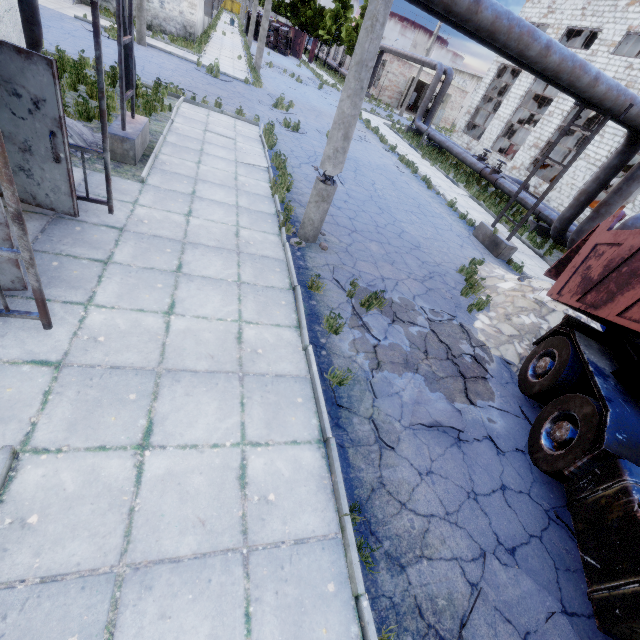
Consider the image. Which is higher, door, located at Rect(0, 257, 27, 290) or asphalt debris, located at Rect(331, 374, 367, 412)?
door, located at Rect(0, 257, 27, 290)

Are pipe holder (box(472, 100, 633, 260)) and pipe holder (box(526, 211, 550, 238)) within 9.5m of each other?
yes

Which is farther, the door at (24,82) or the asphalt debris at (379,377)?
the asphalt debris at (379,377)

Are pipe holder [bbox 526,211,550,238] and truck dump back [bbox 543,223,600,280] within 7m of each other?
no

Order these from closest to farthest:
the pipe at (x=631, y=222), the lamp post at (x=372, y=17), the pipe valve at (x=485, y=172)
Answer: the lamp post at (x=372, y=17), the pipe at (x=631, y=222), the pipe valve at (x=485, y=172)

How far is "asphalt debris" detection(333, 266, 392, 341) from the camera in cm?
602

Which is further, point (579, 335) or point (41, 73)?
point (579, 335)

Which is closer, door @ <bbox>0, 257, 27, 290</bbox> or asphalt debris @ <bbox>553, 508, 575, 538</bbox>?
door @ <bbox>0, 257, 27, 290</bbox>
